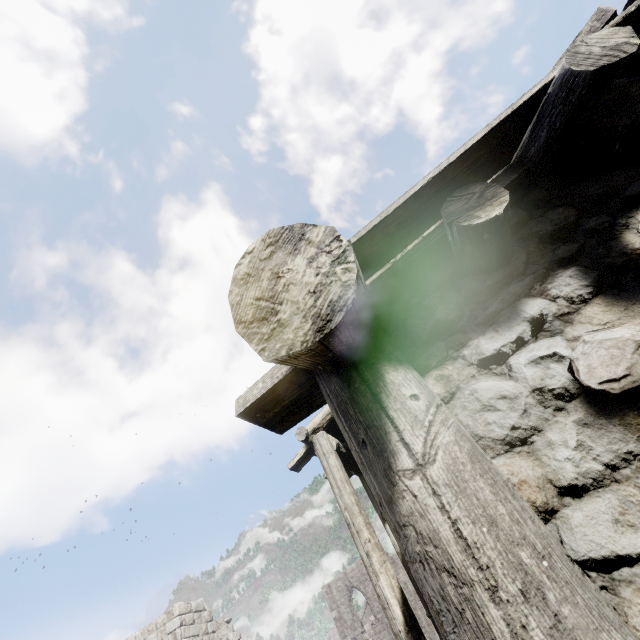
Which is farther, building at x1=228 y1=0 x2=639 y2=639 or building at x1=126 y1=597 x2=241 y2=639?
building at x1=126 y1=597 x2=241 y2=639

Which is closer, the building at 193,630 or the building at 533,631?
the building at 533,631

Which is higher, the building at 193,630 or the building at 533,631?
the building at 193,630

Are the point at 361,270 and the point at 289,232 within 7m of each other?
yes

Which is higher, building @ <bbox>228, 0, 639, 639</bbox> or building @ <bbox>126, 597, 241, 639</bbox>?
building @ <bbox>126, 597, 241, 639</bbox>
